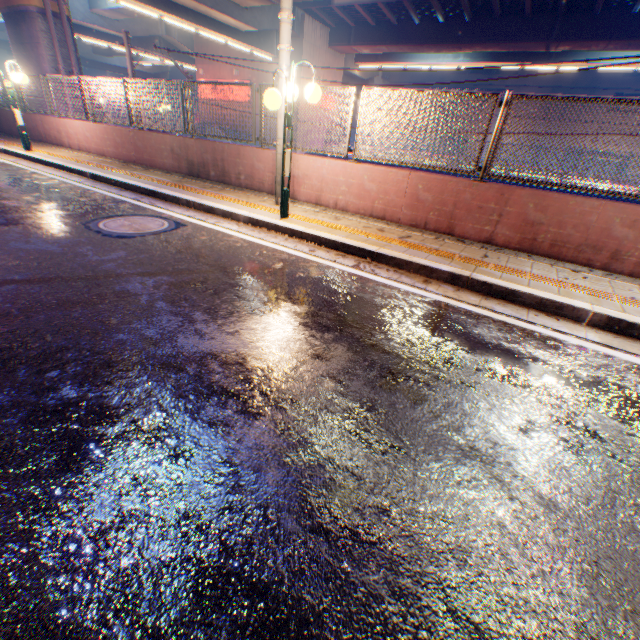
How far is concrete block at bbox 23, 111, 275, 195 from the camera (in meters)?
7.91

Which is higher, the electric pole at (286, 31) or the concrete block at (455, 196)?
the electric pole at (286, 31)

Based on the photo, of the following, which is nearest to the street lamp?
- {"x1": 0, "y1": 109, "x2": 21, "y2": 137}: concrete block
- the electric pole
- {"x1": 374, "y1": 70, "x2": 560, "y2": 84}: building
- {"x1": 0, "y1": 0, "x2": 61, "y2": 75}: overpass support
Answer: the electric pole

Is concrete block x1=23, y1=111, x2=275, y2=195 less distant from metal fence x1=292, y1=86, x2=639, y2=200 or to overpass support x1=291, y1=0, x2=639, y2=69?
metal fence x1=292, y1=86, x2=639, y2=200

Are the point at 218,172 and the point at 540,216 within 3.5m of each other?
no

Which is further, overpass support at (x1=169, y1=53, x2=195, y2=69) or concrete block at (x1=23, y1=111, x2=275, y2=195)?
overpass support at (x1=169, y1=53, x2=195, y2=69)

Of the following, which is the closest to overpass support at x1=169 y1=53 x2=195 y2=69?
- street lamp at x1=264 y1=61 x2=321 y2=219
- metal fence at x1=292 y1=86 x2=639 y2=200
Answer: metal fence at x1=292 y1=86 x2=639 y2=200

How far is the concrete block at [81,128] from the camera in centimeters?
791cm
